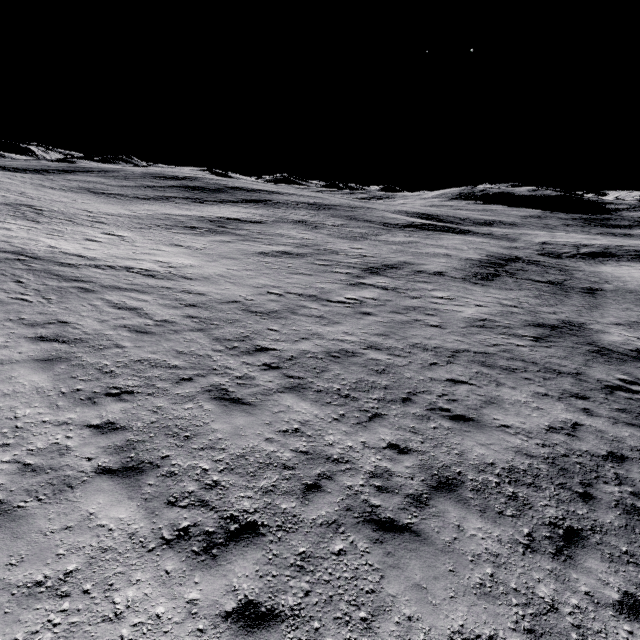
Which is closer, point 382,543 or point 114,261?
point 382,543
